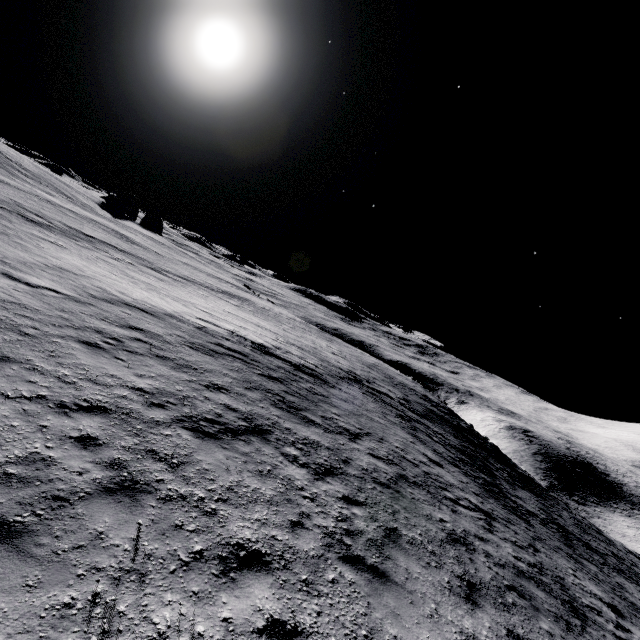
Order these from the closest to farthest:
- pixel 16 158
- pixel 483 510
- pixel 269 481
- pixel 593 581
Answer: pixel 269 481, pixel 483 510, pixel 593 581, pixel 16 158
